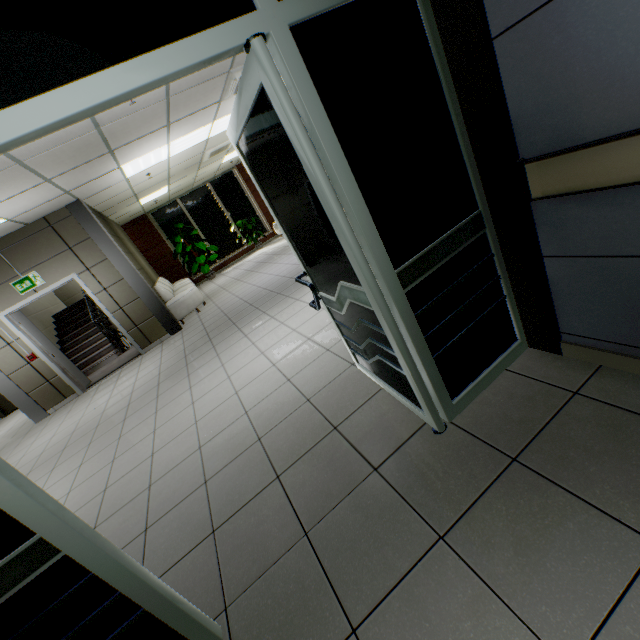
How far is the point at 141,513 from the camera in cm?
253

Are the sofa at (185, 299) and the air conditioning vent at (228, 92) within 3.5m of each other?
no

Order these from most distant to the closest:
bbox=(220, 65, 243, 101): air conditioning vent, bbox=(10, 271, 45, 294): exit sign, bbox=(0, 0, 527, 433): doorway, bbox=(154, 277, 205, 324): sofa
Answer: bbox=(154, 277, 205, 324): sofa → bbox=(10, 271, 45, 294): exit sign → bbox=(220, 65, 243, 101): air conditioning vent → bbox=(0, 0, 527, 433): doorway

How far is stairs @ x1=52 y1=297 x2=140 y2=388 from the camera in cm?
804

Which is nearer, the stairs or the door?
the door

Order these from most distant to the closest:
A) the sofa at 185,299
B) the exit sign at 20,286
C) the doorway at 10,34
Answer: the sofa at 185,299 → the exit sign at 20,286 → the doorway at 10,34

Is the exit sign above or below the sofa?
above

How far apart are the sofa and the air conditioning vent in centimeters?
437cm
